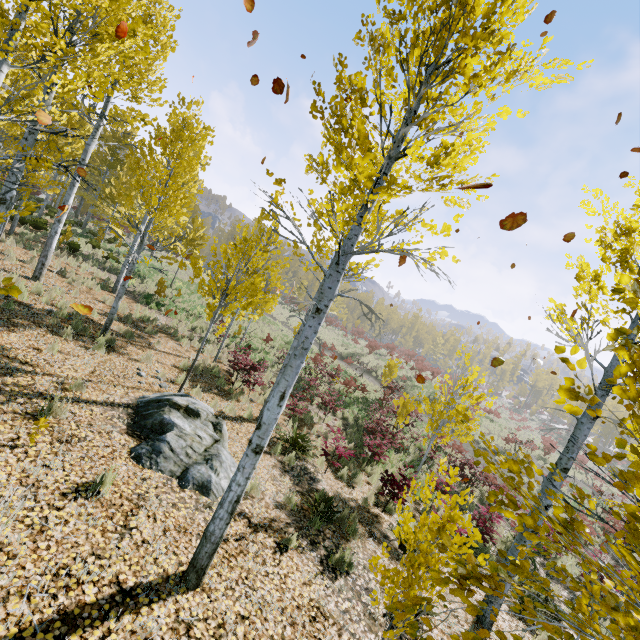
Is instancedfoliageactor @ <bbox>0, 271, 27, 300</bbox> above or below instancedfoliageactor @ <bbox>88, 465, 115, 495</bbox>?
above

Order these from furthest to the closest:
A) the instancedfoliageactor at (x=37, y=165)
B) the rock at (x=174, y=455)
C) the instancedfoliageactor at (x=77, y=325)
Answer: the instancedfoliageactor at (x=77, y=325), the rock at (x=174, y=455), the instancedfoliageactor at (x=37, y=165)

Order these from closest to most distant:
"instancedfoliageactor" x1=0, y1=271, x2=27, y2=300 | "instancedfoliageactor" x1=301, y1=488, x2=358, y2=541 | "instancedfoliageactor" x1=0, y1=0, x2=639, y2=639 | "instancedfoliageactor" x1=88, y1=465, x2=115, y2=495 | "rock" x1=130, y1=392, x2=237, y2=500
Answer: "instancedfoliageactor" x1=0, y1=271, x2=27, y2=300 < "instancedfoliageactor" x1=0, y1=0, x2=639, y2=639 < "instancedfoliageactor" x1=88, y1=465, x2=115, y2=495 < "rock" x1=130, y1=392, x2=237, y2=500 < "instancedfoliageactor" x1=301, y1=488, x2=358, y2=541

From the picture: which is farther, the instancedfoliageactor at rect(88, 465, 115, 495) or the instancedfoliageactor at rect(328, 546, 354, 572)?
the instancedfoliageactor at rect(328, 546, 354, 572)

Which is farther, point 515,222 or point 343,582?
point 343,582

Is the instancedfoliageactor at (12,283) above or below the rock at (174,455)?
above
